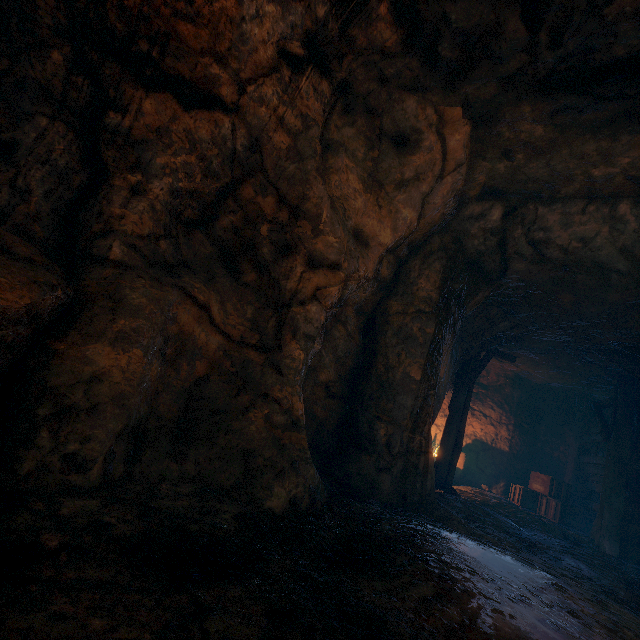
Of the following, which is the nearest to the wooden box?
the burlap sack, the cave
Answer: the cave

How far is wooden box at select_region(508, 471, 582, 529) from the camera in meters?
9.9 m

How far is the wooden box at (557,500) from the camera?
A: 9.9 meters

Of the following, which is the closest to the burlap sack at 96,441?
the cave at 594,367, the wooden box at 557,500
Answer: the cave at 594,367

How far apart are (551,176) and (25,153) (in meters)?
6.32

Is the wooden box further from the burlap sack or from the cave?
the burlap sack
